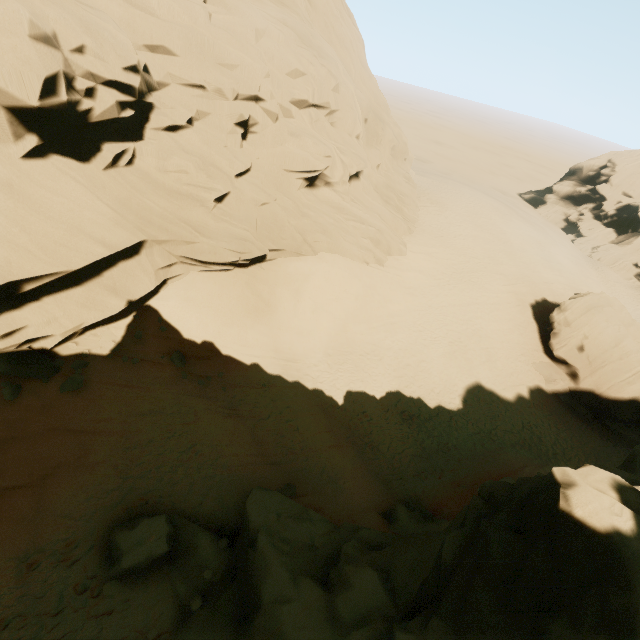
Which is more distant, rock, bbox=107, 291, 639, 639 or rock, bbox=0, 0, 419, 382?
rock, bbox=0, 0, 419, 382

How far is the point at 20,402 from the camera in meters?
10.1

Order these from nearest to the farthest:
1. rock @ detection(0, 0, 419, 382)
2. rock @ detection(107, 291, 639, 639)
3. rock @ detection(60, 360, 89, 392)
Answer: rock @ detection(107, 291, 639, 639) → rock @ detection(0, 0, 419, 382) → rock @ detection(60, 360, 89, 392)

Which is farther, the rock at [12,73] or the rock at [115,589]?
→ the rock at [12,73]

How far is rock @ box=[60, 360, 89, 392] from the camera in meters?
11.2
